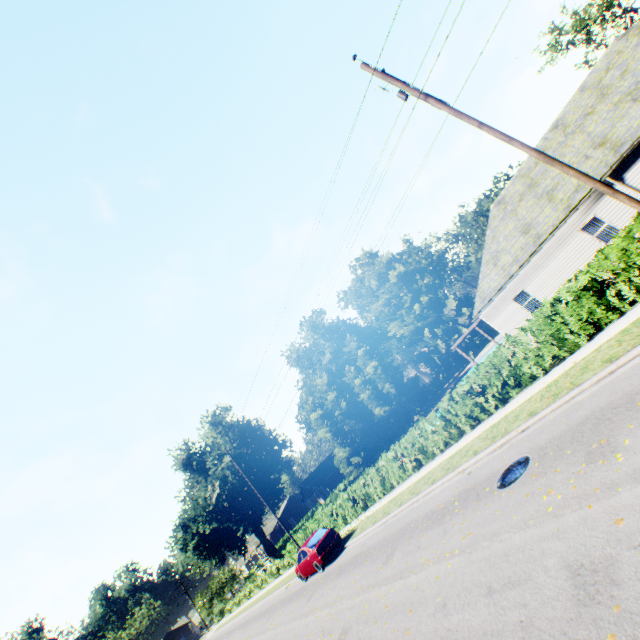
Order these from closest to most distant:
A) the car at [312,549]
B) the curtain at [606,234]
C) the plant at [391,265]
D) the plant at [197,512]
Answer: the curtain at [606,234] → the car at [312,549] → the plant at [197,512] → the plant at [391,265]

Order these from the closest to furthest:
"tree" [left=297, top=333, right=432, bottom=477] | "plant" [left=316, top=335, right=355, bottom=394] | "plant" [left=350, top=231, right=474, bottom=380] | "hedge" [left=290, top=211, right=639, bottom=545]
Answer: "hedge" [left=290, top=211, right=639, bottom=545]
"tree" [left=297, top=333, right=432, bottom=477]
"plant" [left=350, top=231, right=474, bottom=380]
"plant" [left=316, top=335, right=355, bottom=394]

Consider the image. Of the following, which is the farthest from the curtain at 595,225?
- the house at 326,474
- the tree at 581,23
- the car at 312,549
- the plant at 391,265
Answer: the house at 326,474

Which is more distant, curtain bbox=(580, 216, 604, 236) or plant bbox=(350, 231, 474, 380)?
plant bbox=(350, 231, 474, 380)

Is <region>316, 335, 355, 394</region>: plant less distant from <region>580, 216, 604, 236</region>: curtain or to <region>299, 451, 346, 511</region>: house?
<region>299, 451, 346, 511</region>: house

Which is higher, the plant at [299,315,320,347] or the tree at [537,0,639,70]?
the plant at [299,315,320,347]

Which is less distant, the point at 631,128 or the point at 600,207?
the point at 631,128

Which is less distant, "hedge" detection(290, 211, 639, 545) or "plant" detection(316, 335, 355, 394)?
"hedge" detection(290, 211, 639, 545)
